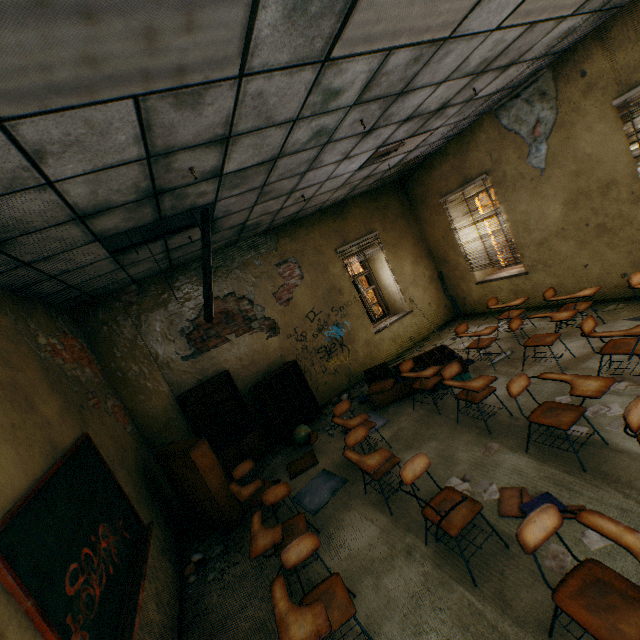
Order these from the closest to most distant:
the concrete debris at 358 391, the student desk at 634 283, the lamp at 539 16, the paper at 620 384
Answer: the lamp at 539 16, the paper at 620 384, the student desk at 634 283, the concrete debris at 358 391

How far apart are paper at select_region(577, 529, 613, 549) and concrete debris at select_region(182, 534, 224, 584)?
3.7 meters

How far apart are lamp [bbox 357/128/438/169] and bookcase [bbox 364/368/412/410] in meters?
3.7 m

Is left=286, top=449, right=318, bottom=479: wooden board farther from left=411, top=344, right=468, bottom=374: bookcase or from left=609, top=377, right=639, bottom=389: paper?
left=609, top=377, right=639, bottom=389: paper

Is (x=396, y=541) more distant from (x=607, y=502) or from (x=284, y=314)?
Answer: (x=284, y=314)

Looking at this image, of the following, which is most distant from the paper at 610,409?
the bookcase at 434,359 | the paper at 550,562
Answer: the bookcase at 434,359

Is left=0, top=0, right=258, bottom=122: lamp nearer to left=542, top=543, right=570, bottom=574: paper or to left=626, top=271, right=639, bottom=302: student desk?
left=542, top=543, right=570, bottom=574: paper

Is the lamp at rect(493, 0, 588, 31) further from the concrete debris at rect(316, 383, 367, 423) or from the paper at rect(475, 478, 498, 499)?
the concrete debris at rect(316, 383, 367, 423)
